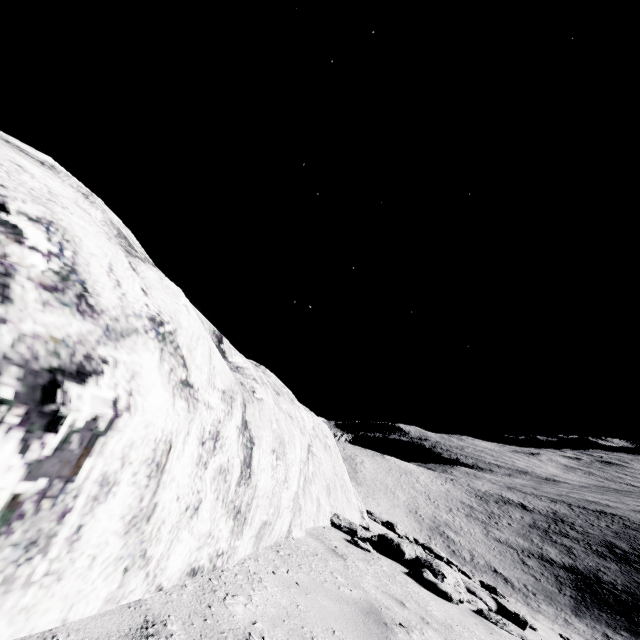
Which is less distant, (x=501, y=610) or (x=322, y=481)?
(x=501, y=610)
